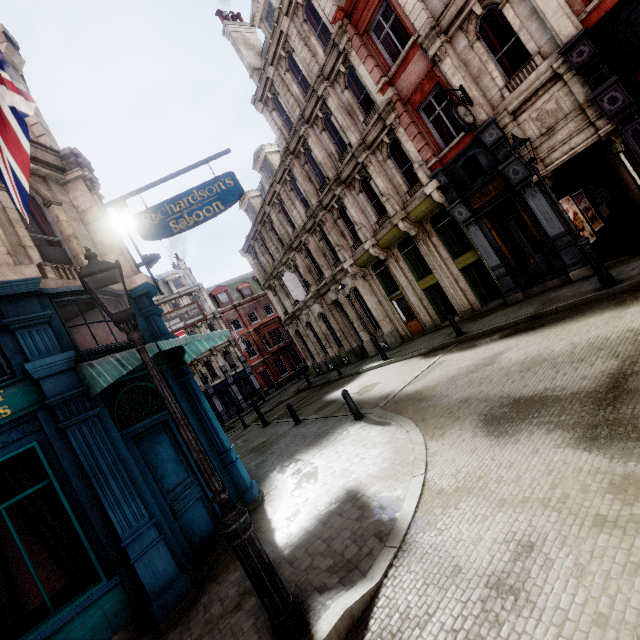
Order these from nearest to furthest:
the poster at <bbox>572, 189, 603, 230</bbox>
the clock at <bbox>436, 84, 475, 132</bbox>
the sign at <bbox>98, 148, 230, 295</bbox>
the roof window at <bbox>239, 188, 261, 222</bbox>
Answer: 1. the sign at <bbox>98, 148, 230, 295</bbox>
2. the clock at <bbox>436, 84, 475, 132</bbox>
3. the poster at <bbox>572, 189, 603, 230</bbox>
4. the roof window at <bbox>239, 188, 261, 222</bbox>

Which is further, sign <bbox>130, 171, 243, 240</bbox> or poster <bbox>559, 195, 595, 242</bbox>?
poster <bbox>559, 195, 595, 242</bbox>

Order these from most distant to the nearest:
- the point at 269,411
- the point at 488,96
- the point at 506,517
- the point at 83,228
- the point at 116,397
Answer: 1. the point at 269,411
2. the point at 488,96
3. the point at 83,228
4. the point at 116,397
5. the point at 506,517

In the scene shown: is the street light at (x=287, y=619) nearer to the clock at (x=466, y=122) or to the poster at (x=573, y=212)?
the clock at (x=466, y=122)

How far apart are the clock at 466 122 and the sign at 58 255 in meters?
11.7 m

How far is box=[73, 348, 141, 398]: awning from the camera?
5.3 meters

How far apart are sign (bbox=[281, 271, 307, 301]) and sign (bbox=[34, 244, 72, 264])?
16.1m

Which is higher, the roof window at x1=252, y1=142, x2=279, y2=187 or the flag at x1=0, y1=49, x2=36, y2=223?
the roof window at x1=252, y1=142, x2=279, y2=187
